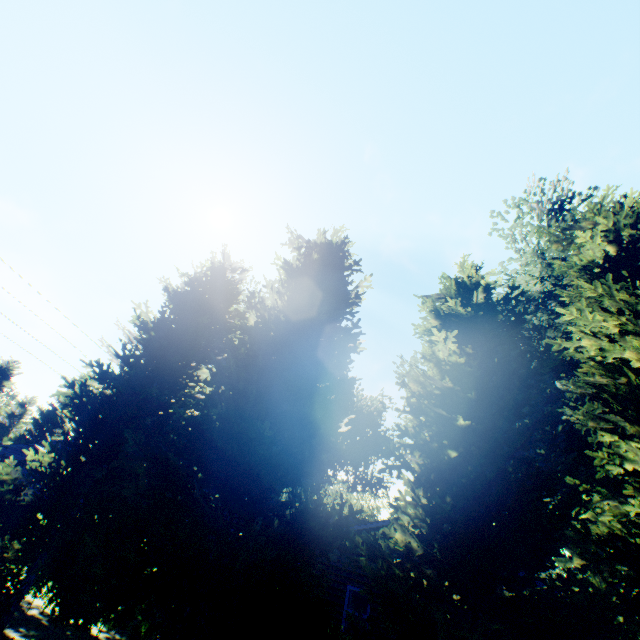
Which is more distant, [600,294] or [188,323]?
[188,323]

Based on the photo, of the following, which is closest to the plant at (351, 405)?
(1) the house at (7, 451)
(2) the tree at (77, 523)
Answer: (1) the house at (7, 451)

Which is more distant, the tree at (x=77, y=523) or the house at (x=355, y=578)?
the house at (x=355, y=578)

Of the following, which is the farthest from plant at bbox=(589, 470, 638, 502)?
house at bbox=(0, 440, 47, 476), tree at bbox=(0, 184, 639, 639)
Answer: tree at bbox=(0, 184, 639, 639)

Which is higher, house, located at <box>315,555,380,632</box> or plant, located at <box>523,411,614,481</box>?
plant, located at <box>523,411,614,481</box>

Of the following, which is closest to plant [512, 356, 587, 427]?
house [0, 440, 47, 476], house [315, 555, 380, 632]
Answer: house [0, 440, 47, 476]

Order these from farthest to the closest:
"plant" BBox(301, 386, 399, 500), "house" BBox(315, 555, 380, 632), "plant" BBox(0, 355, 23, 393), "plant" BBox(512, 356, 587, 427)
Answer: "plant" BBox(0, 355, 23, 393)
"plant" BBox(301, 386, 399, 500)
"plant" BBox(512, 356, 587, 427)
"house" BBox(315, 555, 380, 632)

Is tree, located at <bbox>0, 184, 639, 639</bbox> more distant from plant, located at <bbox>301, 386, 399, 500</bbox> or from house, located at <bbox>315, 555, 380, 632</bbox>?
house, located at <bbox>315, 555, 380, 632</bbox>
